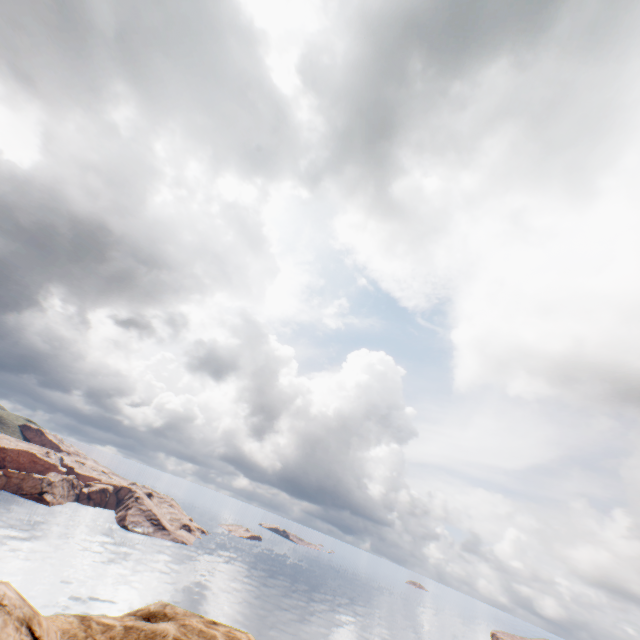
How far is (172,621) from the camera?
5.4 meters
